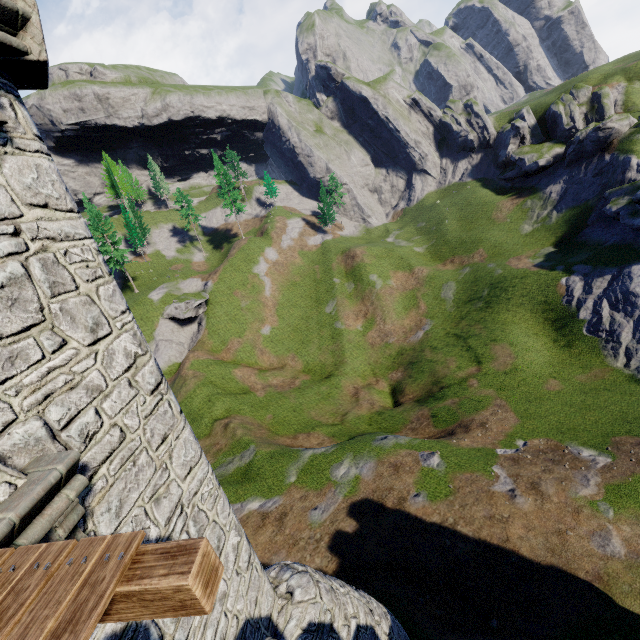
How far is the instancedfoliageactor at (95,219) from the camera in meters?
50.2 m

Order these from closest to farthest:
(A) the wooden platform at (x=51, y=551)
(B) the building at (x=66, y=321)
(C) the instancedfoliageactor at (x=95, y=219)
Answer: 1. (A) the wooden platform at (x=51, y=551)
2. (B) the building at (x=66, y=321)
3. (C) the instancedfoliageactor at (x=95, y=219)

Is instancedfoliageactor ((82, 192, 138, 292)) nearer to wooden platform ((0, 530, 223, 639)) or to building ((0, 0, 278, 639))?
building ((0, 0, 278, 639))

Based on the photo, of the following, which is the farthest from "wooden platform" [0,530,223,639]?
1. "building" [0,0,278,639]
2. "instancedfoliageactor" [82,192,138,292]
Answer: "instancedfoliageactor" [82,192,138,292]

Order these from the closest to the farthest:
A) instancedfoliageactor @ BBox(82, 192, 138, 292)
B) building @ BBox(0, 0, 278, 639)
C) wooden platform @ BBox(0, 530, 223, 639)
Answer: wooden platform @ BBox(0, 530, 223, 639) < building @ BBox(0, 0, 278, 639) < instancedfoliageactor @ BBox(82, 192, 138, 292)

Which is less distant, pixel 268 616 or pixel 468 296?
pixel 268 616

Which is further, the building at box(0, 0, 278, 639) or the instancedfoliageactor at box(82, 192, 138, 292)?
the instancedfoliageactor at box(82, 192, 138, 292)
